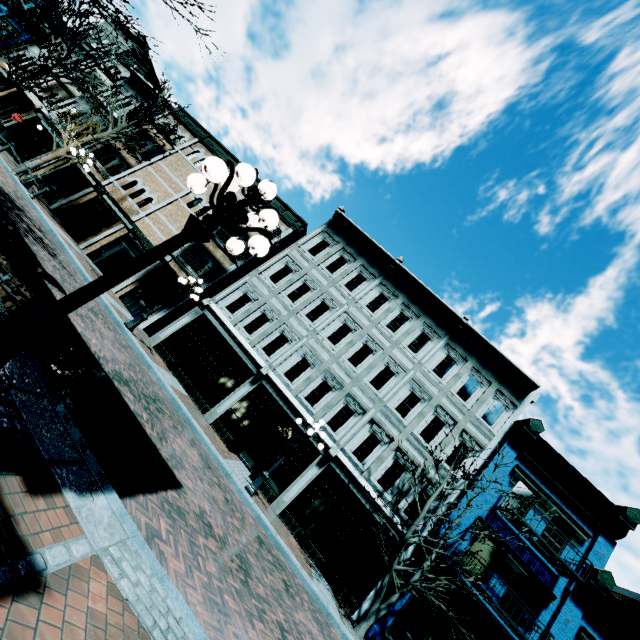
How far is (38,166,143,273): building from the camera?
19.9 meters

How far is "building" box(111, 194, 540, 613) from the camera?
14.0 meters

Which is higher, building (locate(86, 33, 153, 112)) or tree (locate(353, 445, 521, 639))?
building (locate(86, 33, 153, 112))

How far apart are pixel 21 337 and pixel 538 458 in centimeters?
1879cm

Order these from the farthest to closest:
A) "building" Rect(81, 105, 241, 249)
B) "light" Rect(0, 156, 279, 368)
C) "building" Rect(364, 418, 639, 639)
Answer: "building" Rect(81, 105, 241, 249) → "building" Rect(364, 418, 639, 639) → "light" Rect(0, 156, 279, 368)

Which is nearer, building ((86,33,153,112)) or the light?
the light

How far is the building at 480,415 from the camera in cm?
1401

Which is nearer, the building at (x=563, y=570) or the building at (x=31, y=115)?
the building at (x=563, y=570)
